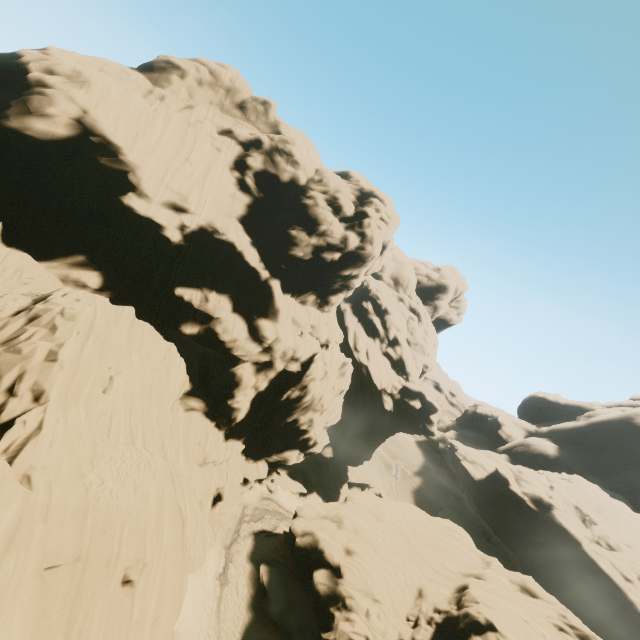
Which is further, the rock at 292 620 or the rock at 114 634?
the rock at 292 620

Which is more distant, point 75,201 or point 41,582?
point 75,201

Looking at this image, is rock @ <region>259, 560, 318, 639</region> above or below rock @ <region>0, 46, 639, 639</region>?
below

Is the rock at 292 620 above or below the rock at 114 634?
below

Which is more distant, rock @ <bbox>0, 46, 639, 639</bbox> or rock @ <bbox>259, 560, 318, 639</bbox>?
rock @ <bbox>259, 560, 318, 639</bbox>
